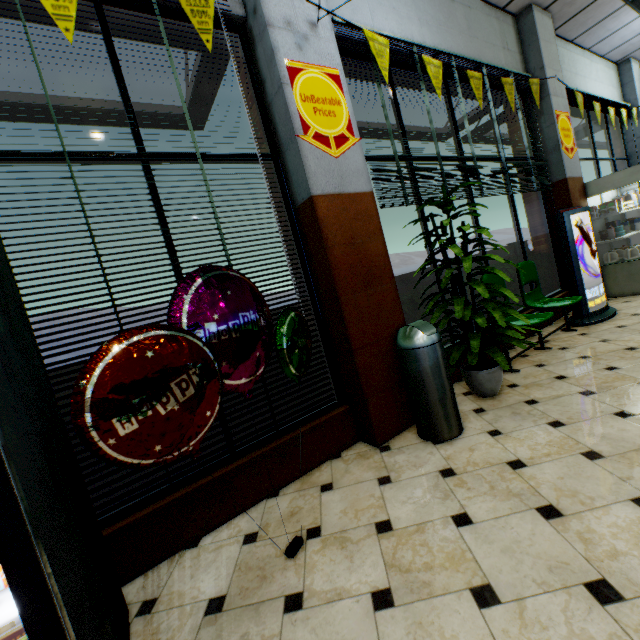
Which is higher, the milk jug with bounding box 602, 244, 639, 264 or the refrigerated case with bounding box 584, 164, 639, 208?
the refrigerated case with bounding box 584, 164, 639, 208

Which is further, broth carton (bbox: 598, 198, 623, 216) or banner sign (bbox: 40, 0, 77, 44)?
broth carton (bbox: 598, 198, 623, 216)

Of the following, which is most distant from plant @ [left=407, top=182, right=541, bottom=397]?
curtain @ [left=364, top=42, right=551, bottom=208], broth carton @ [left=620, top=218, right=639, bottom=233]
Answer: broth carton @ [left=620, top=218, right=639, bottom=233]

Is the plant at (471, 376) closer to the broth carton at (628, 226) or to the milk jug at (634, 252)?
the milk jug at (634, 252)

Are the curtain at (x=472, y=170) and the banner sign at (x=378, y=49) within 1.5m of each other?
yes

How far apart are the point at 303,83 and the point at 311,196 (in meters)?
0.96

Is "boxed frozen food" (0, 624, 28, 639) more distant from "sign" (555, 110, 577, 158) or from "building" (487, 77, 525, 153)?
"sign" (555, 110, 577, 158)

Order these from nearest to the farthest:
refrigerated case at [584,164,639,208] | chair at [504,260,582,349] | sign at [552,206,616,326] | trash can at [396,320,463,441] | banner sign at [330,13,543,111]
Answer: trash can at [396,320,463,441] < banner sign at [330,13,543,111] < chair at [504,260,582,349] < sign at [552,206,616,326] < refrigerated case at [584,164,639,208]
